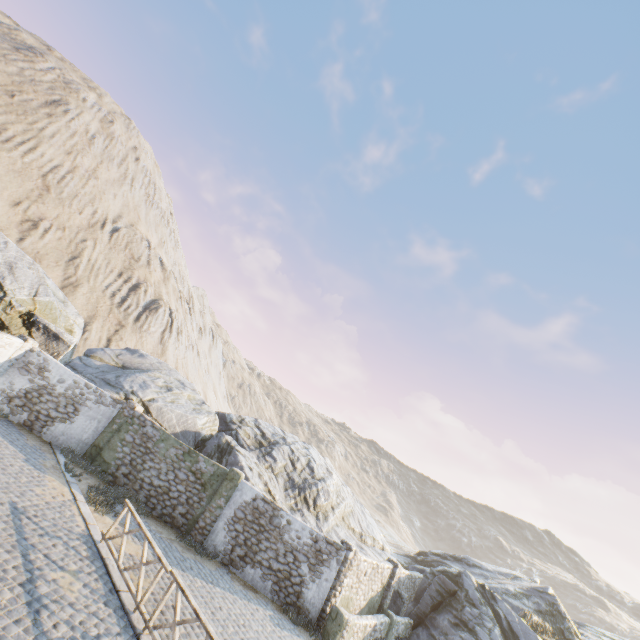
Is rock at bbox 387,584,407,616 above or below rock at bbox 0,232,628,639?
below

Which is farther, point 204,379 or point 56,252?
point 204,379

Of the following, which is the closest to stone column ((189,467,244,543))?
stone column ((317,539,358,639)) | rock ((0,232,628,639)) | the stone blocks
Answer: rock ((0,232,628,639))

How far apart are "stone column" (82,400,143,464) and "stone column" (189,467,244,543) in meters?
5.5

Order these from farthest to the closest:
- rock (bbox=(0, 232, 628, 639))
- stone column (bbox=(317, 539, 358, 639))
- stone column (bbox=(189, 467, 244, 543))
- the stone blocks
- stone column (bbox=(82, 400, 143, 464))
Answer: rock (bbox=(0, 232, 628, 639)), stone column (bbox=(82, 400, 143, 464)), stone column (bbox=(189, 467, 244, 543)), stone column (bbox=(317, 539, 358, 639)), the stone blocks

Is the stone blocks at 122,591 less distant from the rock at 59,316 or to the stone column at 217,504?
the rock at 59,316

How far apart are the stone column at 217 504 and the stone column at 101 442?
5.45m

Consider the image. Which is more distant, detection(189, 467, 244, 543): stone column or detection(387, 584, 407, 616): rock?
detection(387, 584, 407, 616): rock
